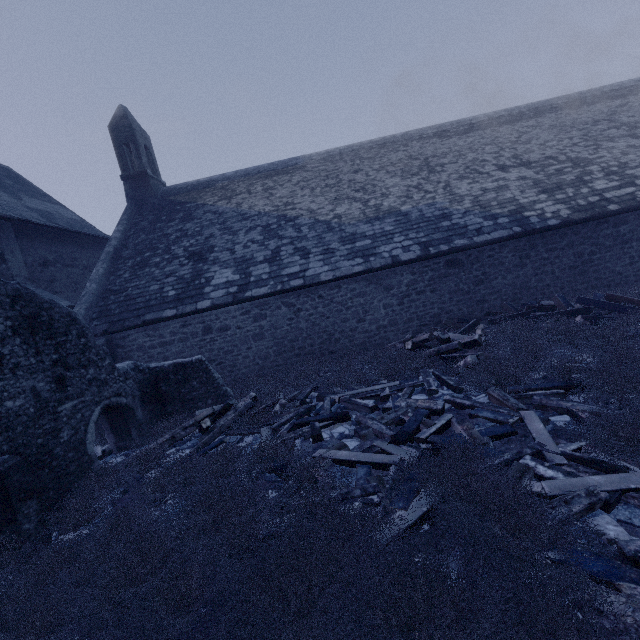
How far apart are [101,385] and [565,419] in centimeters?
823cm

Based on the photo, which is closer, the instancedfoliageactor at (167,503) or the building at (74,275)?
the instancedfoliageactor at (167,503)

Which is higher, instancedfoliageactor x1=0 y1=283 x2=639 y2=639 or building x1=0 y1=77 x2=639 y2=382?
building x1=0 y1=77 x2=639 y2=382

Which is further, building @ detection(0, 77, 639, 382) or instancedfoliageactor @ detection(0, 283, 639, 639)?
building @ detection(0, 77, 639, 382)

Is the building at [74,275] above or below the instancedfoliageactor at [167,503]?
above
